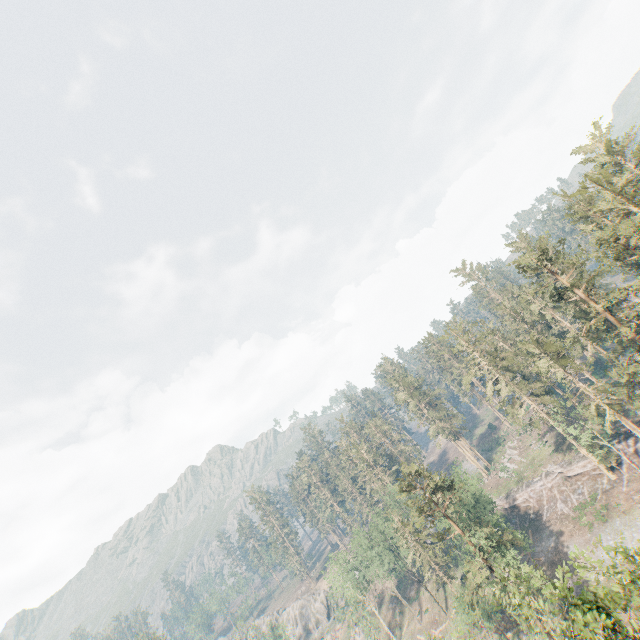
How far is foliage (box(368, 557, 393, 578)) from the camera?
57.3 meters

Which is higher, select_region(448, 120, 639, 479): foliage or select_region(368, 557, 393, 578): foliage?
select_region(448, 120, 639, 479): foliage

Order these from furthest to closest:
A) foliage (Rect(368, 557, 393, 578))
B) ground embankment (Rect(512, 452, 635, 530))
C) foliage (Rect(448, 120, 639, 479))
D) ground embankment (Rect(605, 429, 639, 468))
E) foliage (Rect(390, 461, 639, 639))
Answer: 1. foliage (Rect(368, 557, 393, 578))
2. ground embankment (Rect(512, 452, 635, 530))
3. ground embankment (Rect(605, 429, 639, 468))
4. foliage (Rect(448, 120, 639, 479))
5. foliage (Rect(390, 461, 639, 639))

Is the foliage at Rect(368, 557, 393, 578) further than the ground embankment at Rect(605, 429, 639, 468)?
Yes

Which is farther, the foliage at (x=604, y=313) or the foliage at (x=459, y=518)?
the foliage at (x=604, y=313)

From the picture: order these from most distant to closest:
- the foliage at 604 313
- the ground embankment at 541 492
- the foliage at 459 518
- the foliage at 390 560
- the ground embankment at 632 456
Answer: the foliage at 390 560 → the ground embankment at 541 492 → the ground embankment at 632 456 → the foliage at 604 313 → the foliage at 459 518

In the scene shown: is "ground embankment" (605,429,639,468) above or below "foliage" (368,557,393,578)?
below

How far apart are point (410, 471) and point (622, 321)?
37.7m
